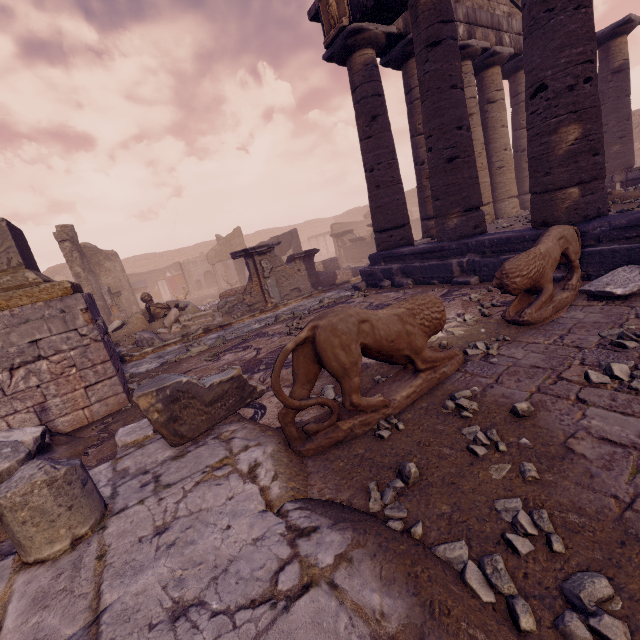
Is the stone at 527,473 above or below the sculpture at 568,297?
below

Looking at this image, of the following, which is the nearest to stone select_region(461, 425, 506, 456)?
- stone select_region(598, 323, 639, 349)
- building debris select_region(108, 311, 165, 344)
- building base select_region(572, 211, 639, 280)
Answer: stone select_region(598, 323, 639, 349)

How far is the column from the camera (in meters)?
8.01

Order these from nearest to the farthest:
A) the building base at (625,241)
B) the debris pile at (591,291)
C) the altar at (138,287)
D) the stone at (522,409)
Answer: the stone at (522,409) → the debris pile at (591,291) → the building base at (625,241) → the altar at (138,287)

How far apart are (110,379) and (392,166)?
8.2 meters

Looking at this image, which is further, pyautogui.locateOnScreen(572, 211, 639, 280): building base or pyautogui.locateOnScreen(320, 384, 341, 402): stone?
pyautogui.locateOnScreen(572, 211, 639, 280): building base

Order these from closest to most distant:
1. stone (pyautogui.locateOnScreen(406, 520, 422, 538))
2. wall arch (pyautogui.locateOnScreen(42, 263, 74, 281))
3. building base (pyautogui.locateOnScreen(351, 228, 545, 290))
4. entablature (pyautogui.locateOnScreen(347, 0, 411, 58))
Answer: stone (pyautogui.locateOnScreen(406, 520, 422, 538)), building base (pyautogui.locateOnScreen(351, 228, 545, 290)), entablature (pyautogui.locateOnScreen(347, 0, 411, 58)), wall arch (pyautogui.locateOnScreen(42, 263, 74, 281))

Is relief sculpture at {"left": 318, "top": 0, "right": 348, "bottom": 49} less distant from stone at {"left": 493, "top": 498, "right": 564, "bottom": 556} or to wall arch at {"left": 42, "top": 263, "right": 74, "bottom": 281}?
stone at {"left": 493, "top": 498, "right": 564, "bottom": 556}
